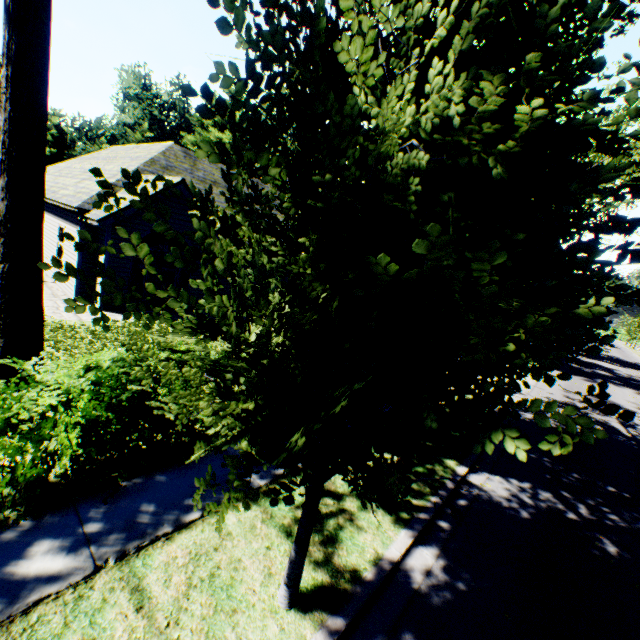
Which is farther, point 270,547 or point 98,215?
point 98,215

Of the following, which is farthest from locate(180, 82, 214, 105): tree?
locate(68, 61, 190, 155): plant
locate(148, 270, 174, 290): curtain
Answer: locate(148, 270, 174, 290): curtain

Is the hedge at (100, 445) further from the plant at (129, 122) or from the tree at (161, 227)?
the plant at (129, 122)

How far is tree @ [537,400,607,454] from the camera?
1.2m

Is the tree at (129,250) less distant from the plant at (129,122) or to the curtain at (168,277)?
the plant at (129,122)

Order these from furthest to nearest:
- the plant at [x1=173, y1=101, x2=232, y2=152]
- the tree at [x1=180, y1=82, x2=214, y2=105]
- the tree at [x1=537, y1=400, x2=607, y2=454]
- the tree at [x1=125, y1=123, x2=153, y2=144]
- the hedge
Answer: the tree at [x1=125, y1=123, x2=153, y2=144] < the plant at [x1=173, y1=101, x2=232, y2=152] < the hedge < the tree at [x1=180, y1=82, x2=214, y2=105] < the tree at [x1=537, y1=400, x2=607, y2=454]

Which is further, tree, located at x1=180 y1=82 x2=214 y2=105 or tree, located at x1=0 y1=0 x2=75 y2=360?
tree, located at x1=0 y1=0 x2=75 y2=360
